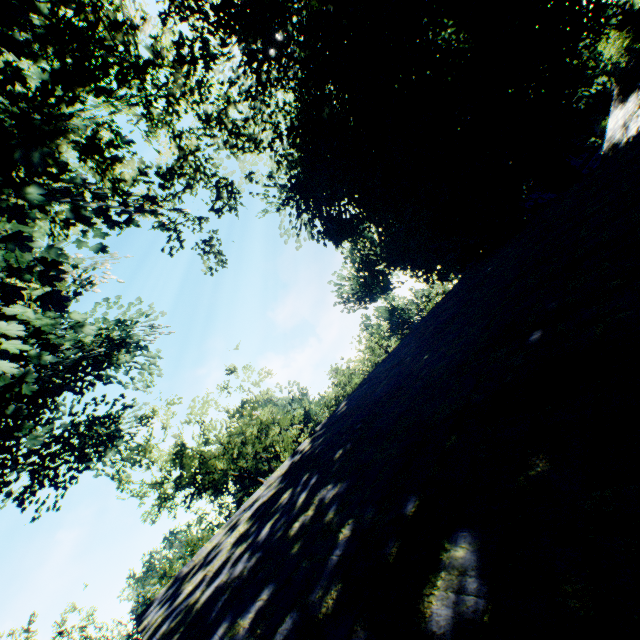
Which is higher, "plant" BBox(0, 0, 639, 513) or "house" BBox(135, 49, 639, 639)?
"plant" BBox(0, 0, 639, 513)

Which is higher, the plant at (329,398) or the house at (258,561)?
the plant at (329,398)

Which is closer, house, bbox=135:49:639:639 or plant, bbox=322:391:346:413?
house, bbox=135:49:639:639

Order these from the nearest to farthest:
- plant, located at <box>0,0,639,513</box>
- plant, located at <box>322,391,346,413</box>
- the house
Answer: the house < plant, located at <box>0,0,639,513</box> < plant, located at <box>322,391,346,413</box>

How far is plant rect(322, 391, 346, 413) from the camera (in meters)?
54.91

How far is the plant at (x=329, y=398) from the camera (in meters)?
54.91

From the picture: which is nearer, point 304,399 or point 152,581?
point 152,581
